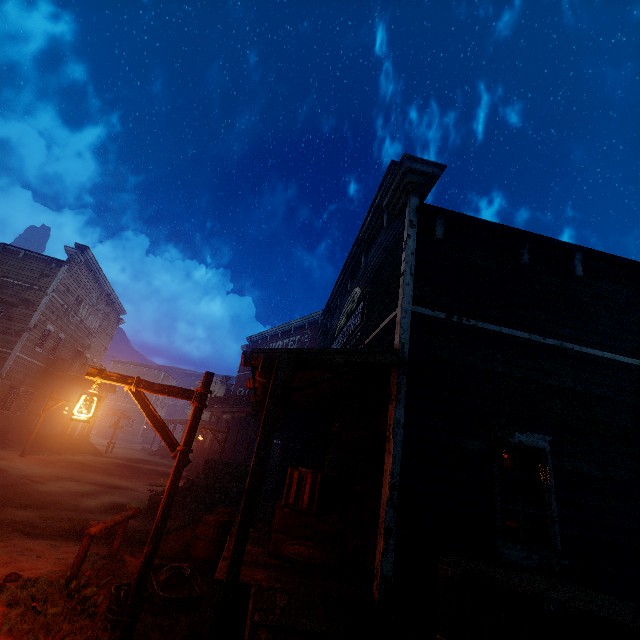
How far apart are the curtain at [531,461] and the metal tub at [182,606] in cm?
478

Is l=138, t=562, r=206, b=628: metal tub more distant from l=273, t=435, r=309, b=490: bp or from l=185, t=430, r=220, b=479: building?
l=273, t=435, r=309, b=490: bp

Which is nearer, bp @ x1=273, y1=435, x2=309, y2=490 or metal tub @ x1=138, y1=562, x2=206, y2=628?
metal tub @ x1=138, y1=562, x2=206, y2=628

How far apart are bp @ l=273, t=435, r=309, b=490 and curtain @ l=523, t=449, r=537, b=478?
8.9 meters

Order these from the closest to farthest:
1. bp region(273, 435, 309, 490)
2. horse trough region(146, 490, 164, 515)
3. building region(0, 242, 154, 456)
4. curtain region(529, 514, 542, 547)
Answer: curtain region(529, 514, 542, 547) → horse trough region(146, 490, 164, 515) → bp region(273, 435, 309, 490) → building region(0, 242, 154, 456)

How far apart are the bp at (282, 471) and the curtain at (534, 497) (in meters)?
8.89

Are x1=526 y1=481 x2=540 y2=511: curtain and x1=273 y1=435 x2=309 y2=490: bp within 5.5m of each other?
no

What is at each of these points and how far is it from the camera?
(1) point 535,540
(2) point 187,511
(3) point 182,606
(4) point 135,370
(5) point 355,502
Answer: (1) curtain, 4.58m
(2) z, 11.22m
(3) metal tub, 4.50m
(4) building, 51.09m
(5) building, 5.48m
